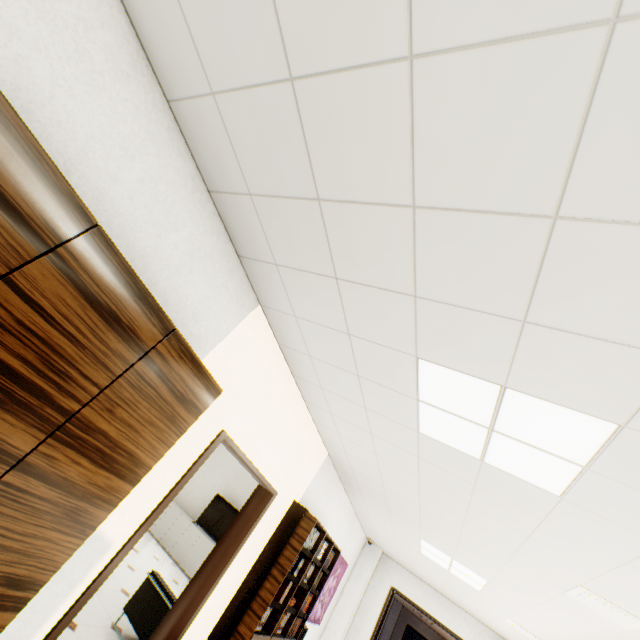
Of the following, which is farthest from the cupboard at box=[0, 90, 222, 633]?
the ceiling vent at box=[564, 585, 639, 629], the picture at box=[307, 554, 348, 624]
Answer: the picture at box=[307, 554, 348, 624]

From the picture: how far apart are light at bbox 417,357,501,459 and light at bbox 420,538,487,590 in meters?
3.5 m

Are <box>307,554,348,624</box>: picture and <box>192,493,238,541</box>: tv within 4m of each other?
yes

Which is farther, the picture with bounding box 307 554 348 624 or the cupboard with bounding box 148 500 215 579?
the cupboard with bounding box 148 500 215 579

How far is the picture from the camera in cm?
607

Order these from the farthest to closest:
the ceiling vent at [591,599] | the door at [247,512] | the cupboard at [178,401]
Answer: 1. the ceiling vent at [591,599]
2. the door at [247,512]
3. the cupboard at [178,401]

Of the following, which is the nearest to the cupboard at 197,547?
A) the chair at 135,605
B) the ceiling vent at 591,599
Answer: the chair at 135,605

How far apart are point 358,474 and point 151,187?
4.35m
